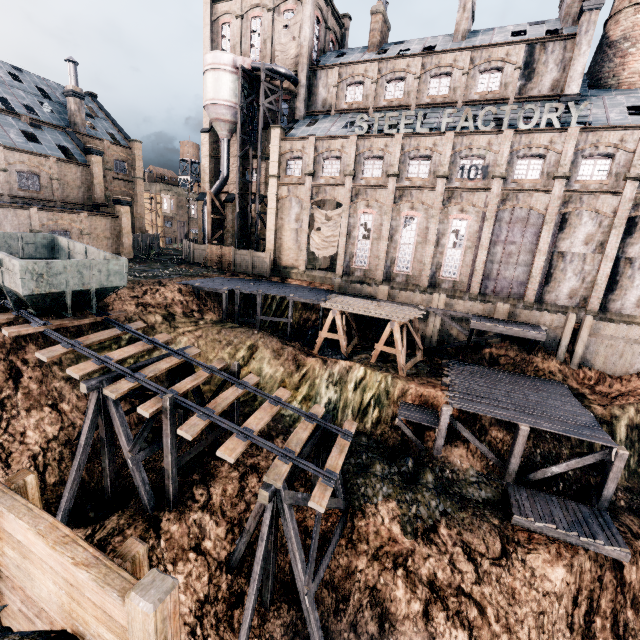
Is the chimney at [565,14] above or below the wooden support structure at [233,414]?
above

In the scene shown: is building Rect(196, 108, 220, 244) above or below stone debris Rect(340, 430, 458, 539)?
above

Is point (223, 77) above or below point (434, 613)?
above

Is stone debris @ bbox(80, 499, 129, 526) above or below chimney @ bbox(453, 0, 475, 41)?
below

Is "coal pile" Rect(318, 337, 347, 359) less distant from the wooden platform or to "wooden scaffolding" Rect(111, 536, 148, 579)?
the wooden platform

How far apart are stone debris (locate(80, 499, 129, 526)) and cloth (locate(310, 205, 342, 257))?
27.4m

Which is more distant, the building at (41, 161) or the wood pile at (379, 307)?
the building at (41, 161)

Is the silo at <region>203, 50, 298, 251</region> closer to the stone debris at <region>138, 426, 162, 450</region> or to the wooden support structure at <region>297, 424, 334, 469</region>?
the stone debris at <region>138, 426, 162, 450</region>
